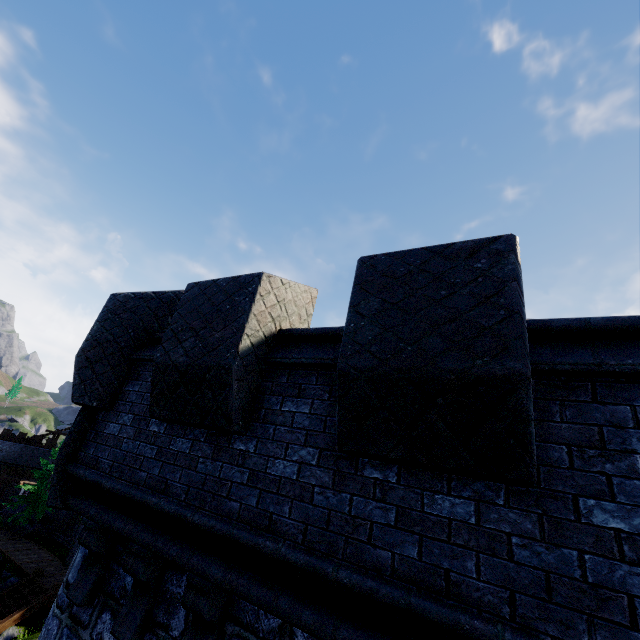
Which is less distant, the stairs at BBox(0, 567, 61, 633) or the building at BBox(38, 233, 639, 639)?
the building at BBox(38, 233, 639, 639)

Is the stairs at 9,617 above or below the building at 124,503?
below

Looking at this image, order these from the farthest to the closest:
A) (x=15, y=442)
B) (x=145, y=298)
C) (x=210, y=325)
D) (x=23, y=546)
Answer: (x=15, y=442) < (x=23, y=546) < (x=145, y=298) < (x=210, y=325)

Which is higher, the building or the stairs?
the building

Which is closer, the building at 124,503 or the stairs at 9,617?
the building at 124,503
